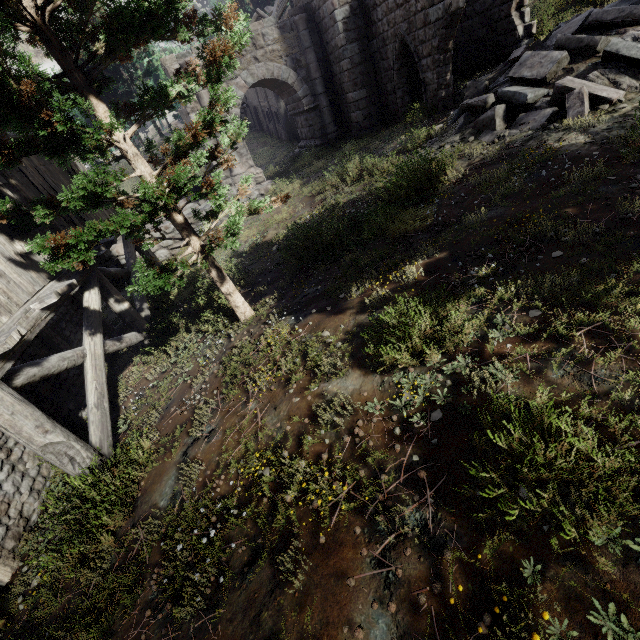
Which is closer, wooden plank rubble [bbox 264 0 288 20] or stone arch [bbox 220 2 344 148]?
stone arch [bbox 220 2 344 148]

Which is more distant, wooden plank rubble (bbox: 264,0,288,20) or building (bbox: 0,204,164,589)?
wooden plank rubble (bbox: 264,0,288,20)

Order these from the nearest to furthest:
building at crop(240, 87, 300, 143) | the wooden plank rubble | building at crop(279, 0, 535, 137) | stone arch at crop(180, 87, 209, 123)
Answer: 1. building at crop(279, 0, 535, 137)
2. stone arch at crop(180, 87, 209, 123)
3. the wooden plank rubble
4. building at crop(240, 87, 300, 143)

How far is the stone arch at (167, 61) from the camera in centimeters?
1389cm

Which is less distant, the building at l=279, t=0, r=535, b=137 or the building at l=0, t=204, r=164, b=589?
the building at l=0, t=204, r=164, b=589

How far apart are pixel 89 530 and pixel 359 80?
17.9m

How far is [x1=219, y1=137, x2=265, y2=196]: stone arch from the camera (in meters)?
16.36

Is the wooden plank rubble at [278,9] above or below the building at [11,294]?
above
